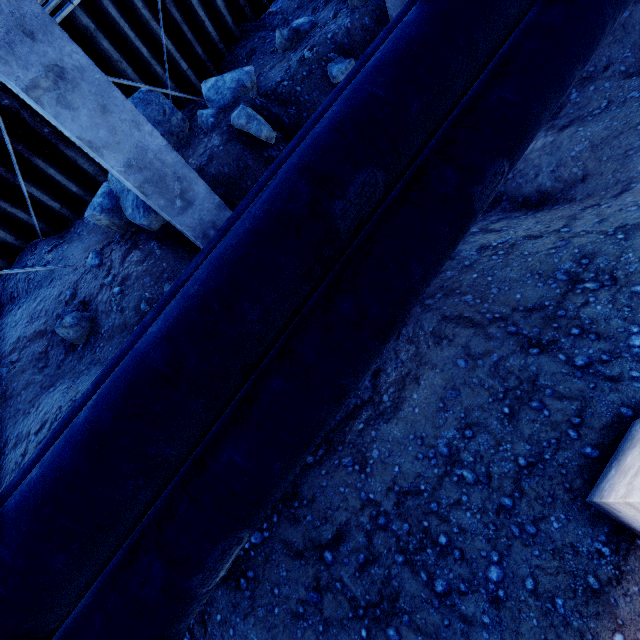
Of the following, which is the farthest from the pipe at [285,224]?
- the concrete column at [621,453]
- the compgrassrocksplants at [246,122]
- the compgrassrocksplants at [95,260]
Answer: the compgrassrocksplants at [95,260]

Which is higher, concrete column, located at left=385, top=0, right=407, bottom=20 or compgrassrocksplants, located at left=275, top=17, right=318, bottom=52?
compgrassrocksplants, located at left=275, top=17, right=318, bottom=52

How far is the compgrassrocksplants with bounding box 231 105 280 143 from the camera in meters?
5.1 m

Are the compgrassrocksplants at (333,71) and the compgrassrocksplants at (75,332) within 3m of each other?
no

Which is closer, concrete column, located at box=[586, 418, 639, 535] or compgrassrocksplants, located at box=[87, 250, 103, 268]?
concrete column, located at box=[586, 418, 639, 535]

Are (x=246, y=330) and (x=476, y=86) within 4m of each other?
yes

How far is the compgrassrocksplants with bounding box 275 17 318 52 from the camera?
6.5 meters

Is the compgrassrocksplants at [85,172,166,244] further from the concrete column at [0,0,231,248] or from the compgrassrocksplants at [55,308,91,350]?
the compgrassrocksplants at [55,308,91,350]
